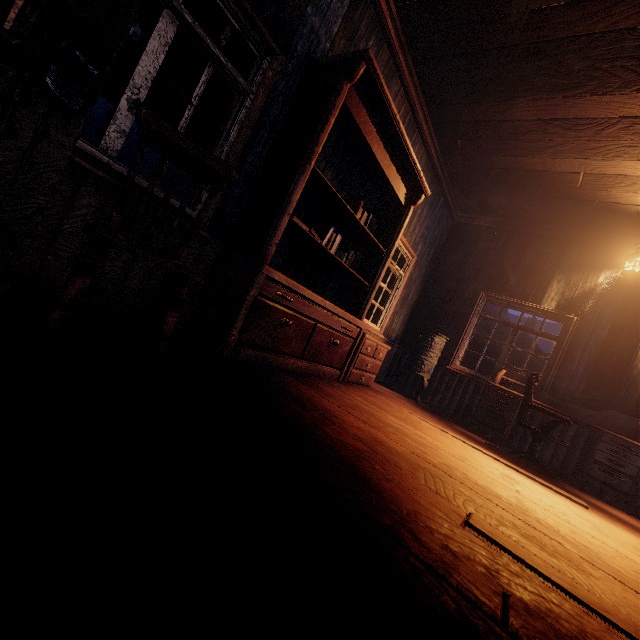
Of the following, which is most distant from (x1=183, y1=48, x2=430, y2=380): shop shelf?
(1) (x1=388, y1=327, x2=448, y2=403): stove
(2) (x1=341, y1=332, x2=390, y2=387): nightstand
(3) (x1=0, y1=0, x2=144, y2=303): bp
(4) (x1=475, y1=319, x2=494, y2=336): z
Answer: (4) (x1=475, y1=319, x2=494, y2=336): z

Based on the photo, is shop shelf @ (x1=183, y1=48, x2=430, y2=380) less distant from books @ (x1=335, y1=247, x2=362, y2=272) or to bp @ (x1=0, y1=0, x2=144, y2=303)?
books @ (x1=335, y1=247, x2=362, y2=272)

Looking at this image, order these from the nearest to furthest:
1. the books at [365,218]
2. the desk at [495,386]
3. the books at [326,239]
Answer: the books at [326,239] < the books at [365,218] < the desk at [495,386]

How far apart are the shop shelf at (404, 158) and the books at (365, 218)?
0.06m

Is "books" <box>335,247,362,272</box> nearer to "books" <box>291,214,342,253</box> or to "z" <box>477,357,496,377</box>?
"books" <box>291,214,342,253</box>

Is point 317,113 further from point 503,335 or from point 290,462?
point 503,335

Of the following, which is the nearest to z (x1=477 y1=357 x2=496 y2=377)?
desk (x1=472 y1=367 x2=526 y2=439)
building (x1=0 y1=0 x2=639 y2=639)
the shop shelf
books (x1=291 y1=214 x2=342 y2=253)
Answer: building (x1=0 y1=0 x2=639 y2=639)

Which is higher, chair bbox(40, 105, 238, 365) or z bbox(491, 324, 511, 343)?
z bbox(491, 324, 511, 343)
